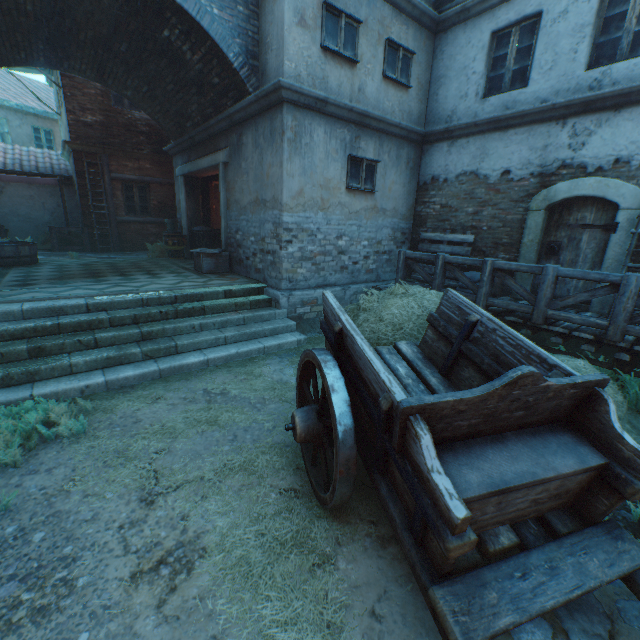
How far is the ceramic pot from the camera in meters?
11.4

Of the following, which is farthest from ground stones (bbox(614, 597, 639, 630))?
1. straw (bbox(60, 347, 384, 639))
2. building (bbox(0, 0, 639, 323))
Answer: building (bbox(0, 0, 639, 323))

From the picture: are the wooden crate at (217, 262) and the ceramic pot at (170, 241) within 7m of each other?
yes

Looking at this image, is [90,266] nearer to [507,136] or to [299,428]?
[299,428]

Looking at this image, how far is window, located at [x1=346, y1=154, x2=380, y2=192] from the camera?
7.58m

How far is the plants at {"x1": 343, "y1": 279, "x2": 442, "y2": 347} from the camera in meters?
4.9 m

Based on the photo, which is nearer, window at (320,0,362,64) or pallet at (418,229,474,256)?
window at (320,0,362,64)

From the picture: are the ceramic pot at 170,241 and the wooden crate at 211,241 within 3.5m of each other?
yes
